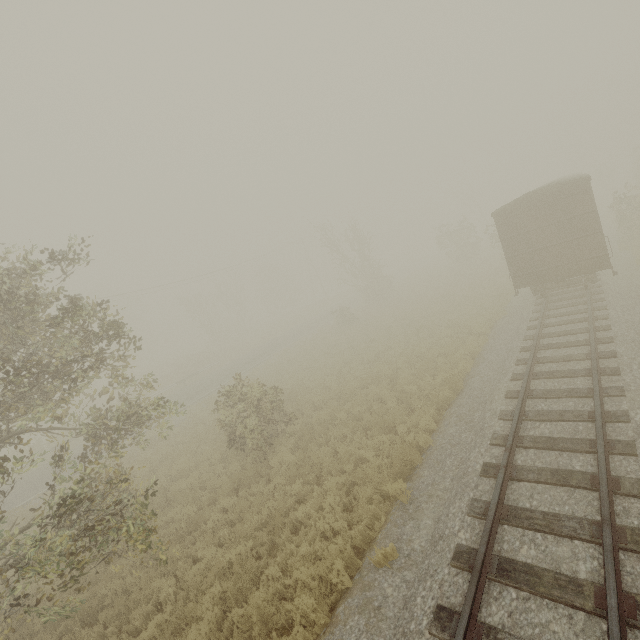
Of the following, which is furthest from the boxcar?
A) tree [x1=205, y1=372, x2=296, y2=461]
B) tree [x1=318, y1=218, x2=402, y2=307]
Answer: tree [x1=318, y1=218, x2=402, y2=307]

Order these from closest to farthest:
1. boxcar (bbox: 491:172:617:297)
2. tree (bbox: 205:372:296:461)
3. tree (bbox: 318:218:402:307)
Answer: tree (bbox: 205:372:296:461)
boxcar (bbox: 491:172:617:297)
tree (bbox: 318:218:402:307)

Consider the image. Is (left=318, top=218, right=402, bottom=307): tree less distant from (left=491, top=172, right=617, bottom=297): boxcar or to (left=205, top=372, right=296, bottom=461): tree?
(left=205, top=372, right=296, bottom=461): tree

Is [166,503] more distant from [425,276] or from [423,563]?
[425,276]

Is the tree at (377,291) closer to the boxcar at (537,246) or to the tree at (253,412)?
the tree at (253,412)

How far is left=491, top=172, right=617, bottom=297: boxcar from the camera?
12.50m

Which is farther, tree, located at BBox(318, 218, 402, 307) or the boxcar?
tree, located at BBox(318, 218, 402, 307)

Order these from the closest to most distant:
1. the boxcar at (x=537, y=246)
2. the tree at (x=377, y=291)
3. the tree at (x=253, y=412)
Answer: the tree at (x=253, y=412) < the boxcar at (x=537, y=246) < the tree at (x=377, y=291)
